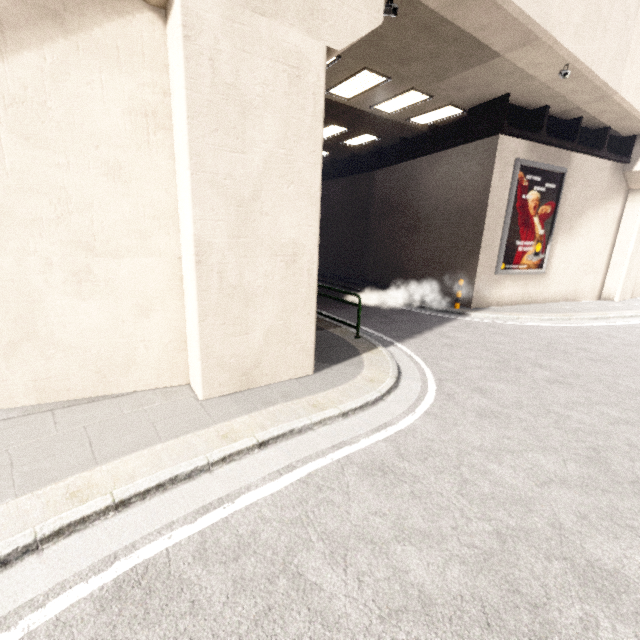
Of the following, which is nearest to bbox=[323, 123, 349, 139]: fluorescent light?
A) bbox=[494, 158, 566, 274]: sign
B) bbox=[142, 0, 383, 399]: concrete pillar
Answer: bbox=[142, 0, 383, 399]: concrete pillar

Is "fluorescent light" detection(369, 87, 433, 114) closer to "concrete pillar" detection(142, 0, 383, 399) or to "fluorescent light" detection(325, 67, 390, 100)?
"fluorescent light" detection(325, 67, 390, 100)

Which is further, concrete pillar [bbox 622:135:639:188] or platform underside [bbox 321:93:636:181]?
concrete pillar [bbox 622:135:639:188]

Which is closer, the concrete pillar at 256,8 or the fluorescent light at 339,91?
the concrete pillar at 256,8

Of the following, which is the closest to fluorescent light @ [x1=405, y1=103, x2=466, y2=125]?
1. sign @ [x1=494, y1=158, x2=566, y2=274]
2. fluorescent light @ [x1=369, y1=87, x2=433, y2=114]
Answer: fluorescent light @ [x1=369, y1=87, x2=433, y2=114]

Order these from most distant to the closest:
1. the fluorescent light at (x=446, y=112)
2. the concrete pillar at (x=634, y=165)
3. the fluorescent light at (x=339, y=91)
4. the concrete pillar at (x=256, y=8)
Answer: the concrete pillar at (x=634, y=165) < the fluorescent light at (x=446, y=112) < the fluorescent light at (x=339, y=91) < the concrete pillar at (x=256, y=8)

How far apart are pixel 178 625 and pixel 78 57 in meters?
5.6

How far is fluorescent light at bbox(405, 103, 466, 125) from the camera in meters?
11.3 m
